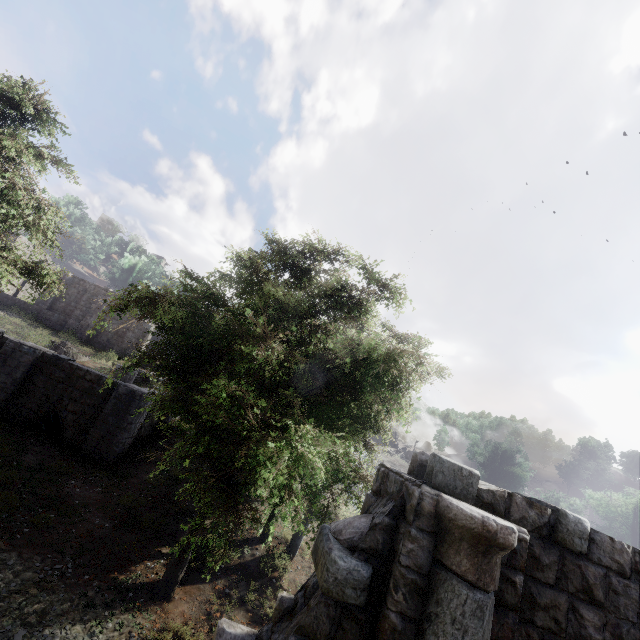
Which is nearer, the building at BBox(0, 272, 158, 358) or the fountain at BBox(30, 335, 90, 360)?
the fountain at BBox(30, 335, 90, 360)

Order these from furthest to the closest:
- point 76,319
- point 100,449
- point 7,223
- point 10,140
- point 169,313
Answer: point 76,319, point 100,449, point 10,140, point 7,223, point 169,313

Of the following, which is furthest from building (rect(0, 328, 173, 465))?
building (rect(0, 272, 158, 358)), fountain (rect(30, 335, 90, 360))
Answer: fountain (rect(30, 335, 90, 360))

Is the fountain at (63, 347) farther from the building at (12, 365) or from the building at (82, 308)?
the building at (12, 365)

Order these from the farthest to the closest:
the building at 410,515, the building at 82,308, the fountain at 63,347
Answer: the building at 82,308
the fountain at 63,347
the building at 410,515

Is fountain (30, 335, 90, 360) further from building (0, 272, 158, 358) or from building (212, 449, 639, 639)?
building (212, 449, 639, 639)

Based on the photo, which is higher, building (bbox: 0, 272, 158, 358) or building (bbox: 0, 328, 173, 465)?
building (bbox: 0, 272, 158, 358)
